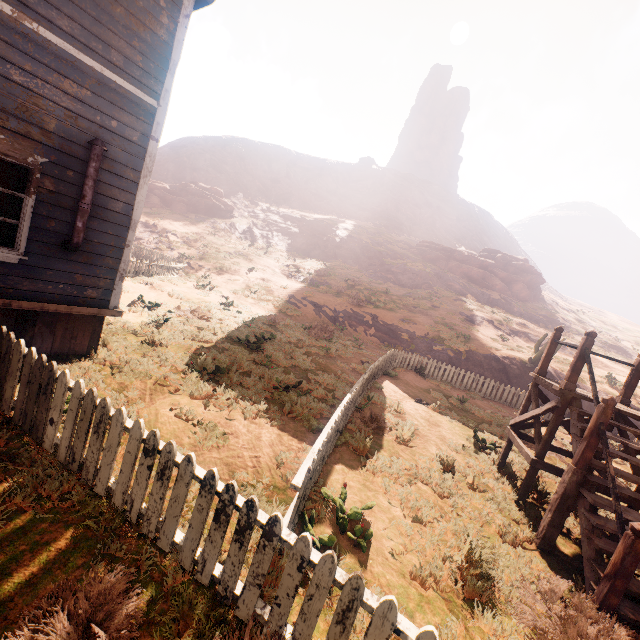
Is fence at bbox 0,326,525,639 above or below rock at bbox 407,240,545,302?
below

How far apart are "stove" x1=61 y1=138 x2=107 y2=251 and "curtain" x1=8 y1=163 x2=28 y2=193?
0.6m

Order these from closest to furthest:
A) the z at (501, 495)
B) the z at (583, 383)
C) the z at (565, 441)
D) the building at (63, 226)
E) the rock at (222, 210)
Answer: the z at (501, 495), the building at (63, 226), the z at (565, 441), the z at (583, 383), the rock at (222, 210)

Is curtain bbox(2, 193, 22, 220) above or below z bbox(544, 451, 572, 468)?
above

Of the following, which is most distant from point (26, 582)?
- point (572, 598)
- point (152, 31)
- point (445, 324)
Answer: point (445, 324)

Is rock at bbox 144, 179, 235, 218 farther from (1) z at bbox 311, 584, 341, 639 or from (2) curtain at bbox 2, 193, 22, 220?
(2) curtain at bbox 2, 193, 22, 220

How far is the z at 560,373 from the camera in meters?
18.1

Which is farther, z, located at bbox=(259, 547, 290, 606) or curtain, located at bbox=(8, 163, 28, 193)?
curtain, located at bbox=(8, 163, 28, 193)
